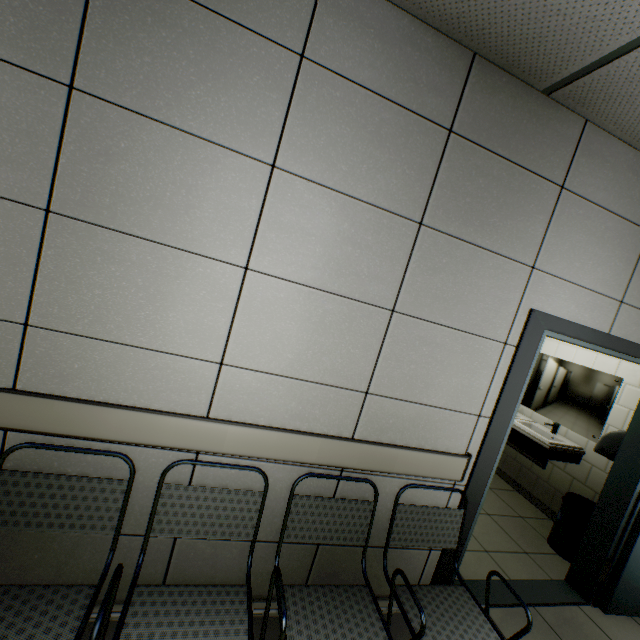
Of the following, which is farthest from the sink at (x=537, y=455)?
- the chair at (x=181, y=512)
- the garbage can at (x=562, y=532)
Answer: the chair at (x=181, y=512)

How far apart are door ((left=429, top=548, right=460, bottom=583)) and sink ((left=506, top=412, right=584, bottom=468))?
0.81m

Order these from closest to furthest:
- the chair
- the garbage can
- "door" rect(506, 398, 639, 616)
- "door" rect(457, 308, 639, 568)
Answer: the chair < "door" rect(457, 308, 639, 568) < "door" rect(506, 398, 639, 616) < the garbage can

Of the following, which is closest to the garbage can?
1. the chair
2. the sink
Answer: the sink

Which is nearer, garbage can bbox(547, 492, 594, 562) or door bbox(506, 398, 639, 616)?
door bbox(506, 398, 639, 616)

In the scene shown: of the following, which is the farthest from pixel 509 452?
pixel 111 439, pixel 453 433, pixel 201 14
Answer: pixel 201 14

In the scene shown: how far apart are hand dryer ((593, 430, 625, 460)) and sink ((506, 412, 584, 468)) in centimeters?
65cm

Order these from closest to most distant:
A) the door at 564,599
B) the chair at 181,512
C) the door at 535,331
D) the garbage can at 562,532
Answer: the chair at 181,512, the door at 535,331, the door at 564,599, the garbage can at 562,532
